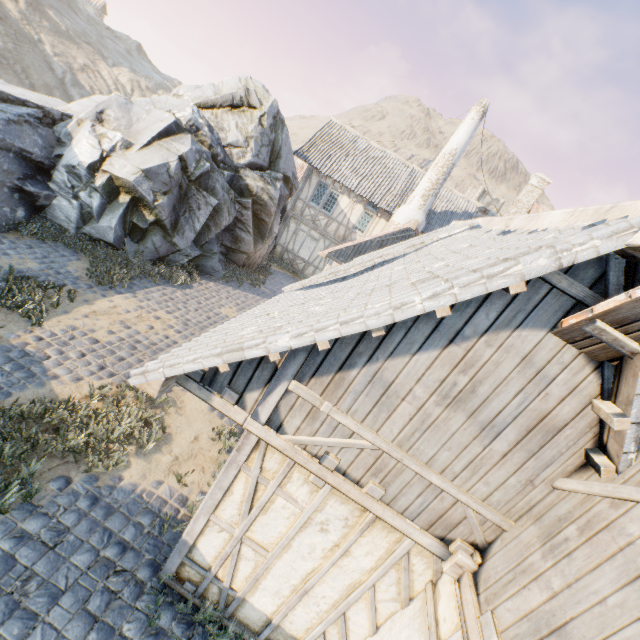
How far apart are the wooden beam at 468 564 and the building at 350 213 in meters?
17.1

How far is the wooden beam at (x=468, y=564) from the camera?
2.8 meters

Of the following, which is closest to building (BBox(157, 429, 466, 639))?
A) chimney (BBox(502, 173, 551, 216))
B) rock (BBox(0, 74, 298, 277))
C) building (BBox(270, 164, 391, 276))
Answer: rock (BBox(0, 74, 298, 277))

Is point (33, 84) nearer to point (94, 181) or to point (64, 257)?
point (94, 181)

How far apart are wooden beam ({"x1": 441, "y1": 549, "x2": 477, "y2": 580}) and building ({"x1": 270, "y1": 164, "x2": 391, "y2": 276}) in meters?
17.1 m

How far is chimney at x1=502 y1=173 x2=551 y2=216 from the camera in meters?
26.5 m

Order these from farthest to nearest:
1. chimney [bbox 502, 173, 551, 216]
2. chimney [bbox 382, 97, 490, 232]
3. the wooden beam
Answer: chimney [bbox 502, 173, 551, 216] → chimney [bbox 382, 97, 490, 232] → the wooden beam

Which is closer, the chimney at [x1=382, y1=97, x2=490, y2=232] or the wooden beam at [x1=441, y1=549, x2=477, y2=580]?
the wooden beam at [x1=441, y1=549, x2=477, y2=580]
